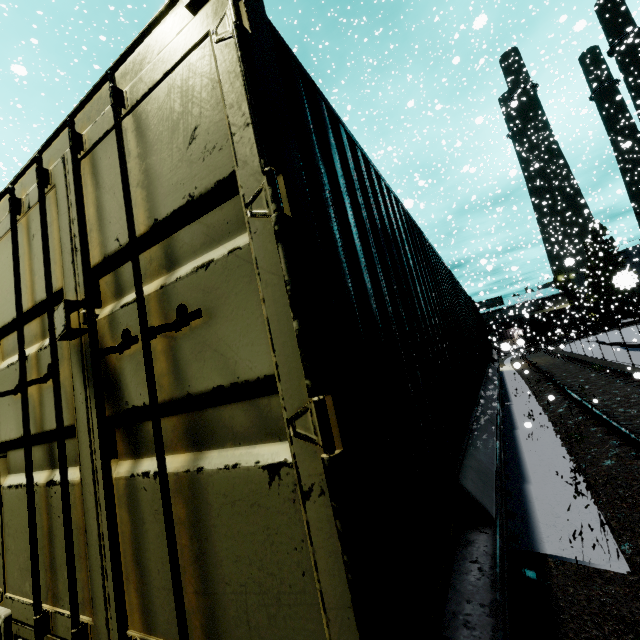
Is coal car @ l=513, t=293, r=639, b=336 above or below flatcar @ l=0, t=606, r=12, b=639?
above

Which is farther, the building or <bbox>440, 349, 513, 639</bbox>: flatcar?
the building

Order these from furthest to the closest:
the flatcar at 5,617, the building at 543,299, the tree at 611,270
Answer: the building at 543,299, the tree at 611,270, the flatcar at 5,617

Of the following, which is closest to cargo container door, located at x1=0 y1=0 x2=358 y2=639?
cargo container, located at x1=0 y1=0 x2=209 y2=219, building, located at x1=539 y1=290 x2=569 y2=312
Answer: cargo container, located at x1=0 y1=0 x2=209 y2=219

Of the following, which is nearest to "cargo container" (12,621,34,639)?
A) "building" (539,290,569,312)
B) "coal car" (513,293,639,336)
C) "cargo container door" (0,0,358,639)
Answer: "cargo container door" (0,0,358,639)

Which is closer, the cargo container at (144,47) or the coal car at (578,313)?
the cargo container at (144,47)

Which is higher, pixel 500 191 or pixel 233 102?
pixel 500 191

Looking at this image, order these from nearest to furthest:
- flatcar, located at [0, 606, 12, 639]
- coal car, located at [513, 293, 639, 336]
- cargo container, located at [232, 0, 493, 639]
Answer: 1. cargo container, located at [232, 0, 493, 639]
2. flatcar, located at [0, 606, 12, 639]
3. coal car, located at [513, 293, 639, 336]
